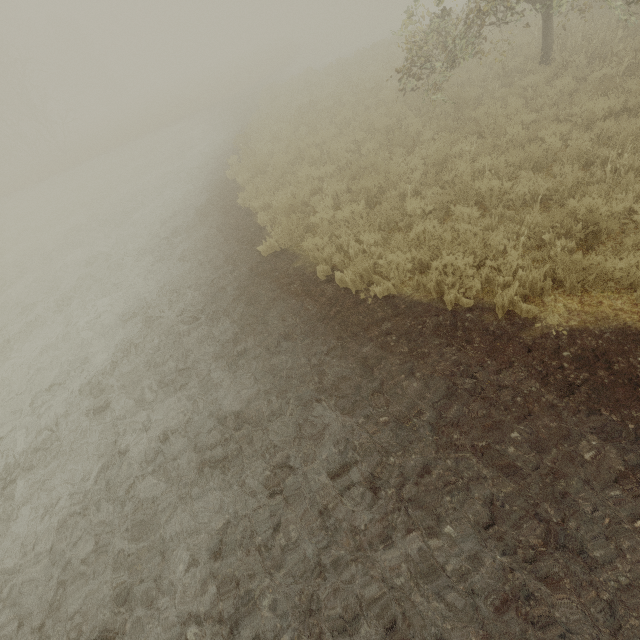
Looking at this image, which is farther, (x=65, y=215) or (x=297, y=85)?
(x=297, y=85)
